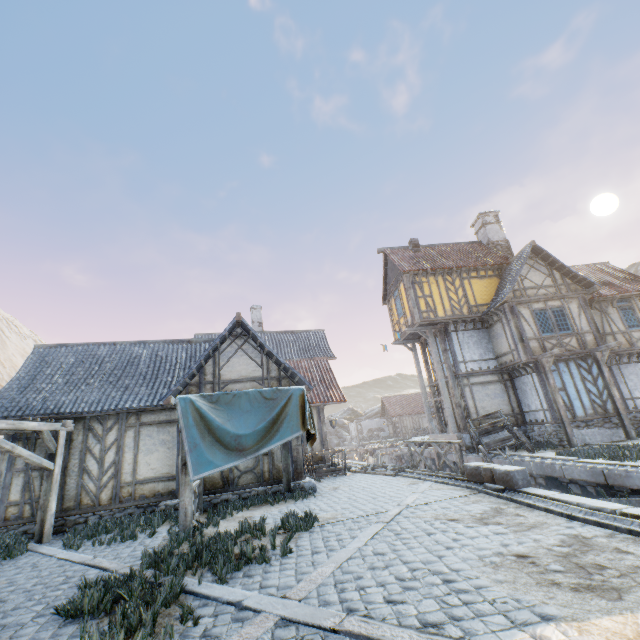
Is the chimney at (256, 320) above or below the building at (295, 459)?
above

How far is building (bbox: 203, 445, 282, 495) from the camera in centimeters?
1038cm

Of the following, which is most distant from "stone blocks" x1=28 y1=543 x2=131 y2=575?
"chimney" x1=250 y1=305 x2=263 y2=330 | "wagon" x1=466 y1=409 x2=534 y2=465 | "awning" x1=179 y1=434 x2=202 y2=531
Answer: "chimney" x1=250 y1=305 x2=263 y2=330

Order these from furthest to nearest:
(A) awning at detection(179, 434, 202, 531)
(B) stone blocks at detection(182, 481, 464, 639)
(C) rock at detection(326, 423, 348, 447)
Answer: (C) rock at detection(326, 423, 348, 447)
(A) awning at detection(179, 434, 202, 531)
(B) stone blocks at detection(182, 481, 464, 639)

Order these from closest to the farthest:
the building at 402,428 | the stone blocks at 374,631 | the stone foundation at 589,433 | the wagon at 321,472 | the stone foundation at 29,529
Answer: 1. the stone blocks at 374,631
2. the stone foundation at 29,529
3. the wagon at 321,472
4. the stone foundation at 589,433
5. the building at 402,428

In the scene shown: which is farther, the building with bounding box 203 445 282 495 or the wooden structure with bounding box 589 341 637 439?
the wooden structure with bounding box 589 341 637 439

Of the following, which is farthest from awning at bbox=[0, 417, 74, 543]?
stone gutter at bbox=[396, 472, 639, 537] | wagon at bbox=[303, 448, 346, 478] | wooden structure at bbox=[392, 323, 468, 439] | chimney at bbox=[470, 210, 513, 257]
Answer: chimney at bbox=[470, 210, 513, 257]

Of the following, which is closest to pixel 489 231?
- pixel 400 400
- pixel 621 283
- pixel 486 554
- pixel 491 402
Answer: pixel 621 283
